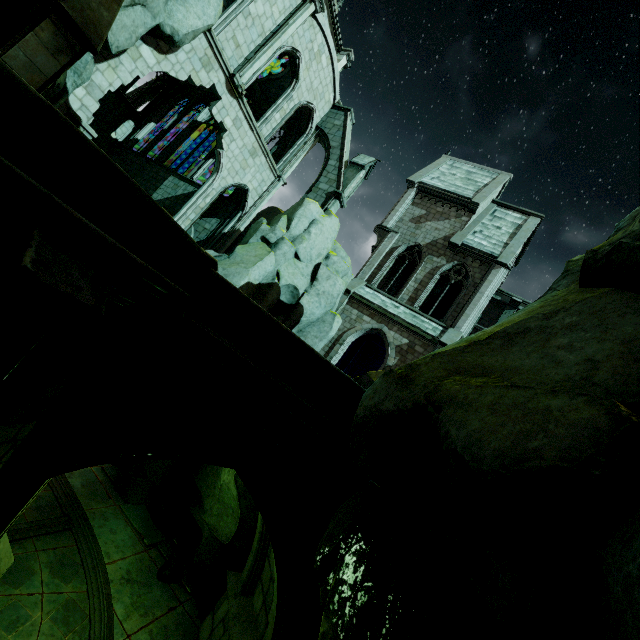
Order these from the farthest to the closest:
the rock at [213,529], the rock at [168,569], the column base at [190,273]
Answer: the rock at [168,569]
the rock at [213,529]
the column base at [190,273]

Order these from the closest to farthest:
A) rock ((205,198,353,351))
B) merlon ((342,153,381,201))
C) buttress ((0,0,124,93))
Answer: buttress ((0,0,124,93)) < rock ((205,198,353,351)) < merlon ((342,153,381,201))

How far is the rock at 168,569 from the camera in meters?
10.0 m

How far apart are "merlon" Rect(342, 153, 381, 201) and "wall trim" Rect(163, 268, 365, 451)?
13.82m

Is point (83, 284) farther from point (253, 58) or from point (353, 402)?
point (253, 58)

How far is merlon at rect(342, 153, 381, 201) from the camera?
18.7 meters

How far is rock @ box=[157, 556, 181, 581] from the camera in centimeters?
1002cm

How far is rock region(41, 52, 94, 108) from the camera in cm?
1029
